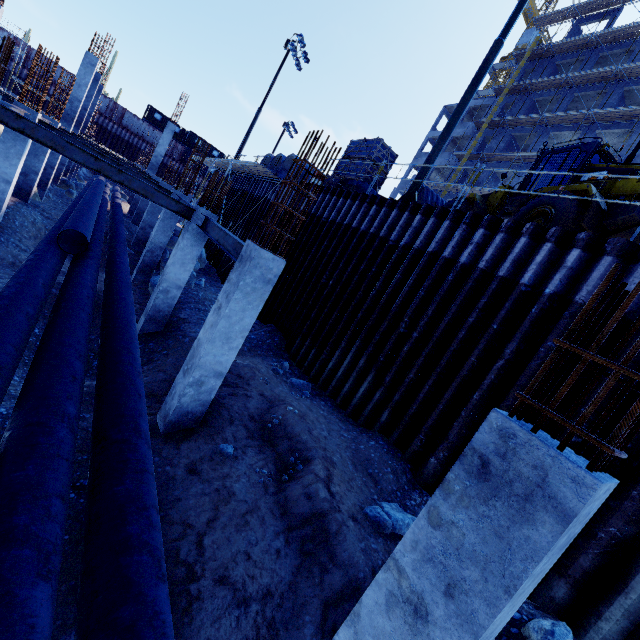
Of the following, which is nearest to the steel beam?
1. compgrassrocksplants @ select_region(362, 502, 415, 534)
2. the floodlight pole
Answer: compgrassrocksplants @ select_region(362, 502, 415, 534)

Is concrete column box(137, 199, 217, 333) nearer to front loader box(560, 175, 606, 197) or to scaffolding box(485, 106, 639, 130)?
front loader box(560, 175, 606, 197)

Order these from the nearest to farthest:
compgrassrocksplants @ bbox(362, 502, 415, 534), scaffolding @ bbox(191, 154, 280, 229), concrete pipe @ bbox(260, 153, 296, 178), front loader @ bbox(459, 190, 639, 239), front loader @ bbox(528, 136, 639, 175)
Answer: compgrassrocksplants @ bbox(362, 502, 415, 534) → front loader @ bbox(459, 190, 639, 239) → front loader @ bbox(528, 136, 639, 175) → scaffolding @ bbox(191, 154, 280, 229) → concrete pipe @ bbox(260, 153, 296, 178)

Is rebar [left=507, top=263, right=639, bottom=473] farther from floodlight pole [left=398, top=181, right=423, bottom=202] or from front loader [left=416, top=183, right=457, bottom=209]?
floodlight pole [left=398, top=181, right=423, bottom=202]

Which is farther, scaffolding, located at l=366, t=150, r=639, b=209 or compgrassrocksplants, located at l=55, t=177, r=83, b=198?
compgrassrocksplants, located at l=55, t=177, r=83, b=198

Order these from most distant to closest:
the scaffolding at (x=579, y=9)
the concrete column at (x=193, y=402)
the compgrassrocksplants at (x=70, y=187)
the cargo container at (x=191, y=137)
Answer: the cargo container at (x=191, y=137) < the scaffolding at (x=579, y=9) < the compgrassrocksplants at (x=70, y=187) < the concrete column at (x=193, y=402)

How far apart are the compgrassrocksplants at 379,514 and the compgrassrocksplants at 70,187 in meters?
31.5 m

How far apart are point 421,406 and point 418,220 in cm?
507
